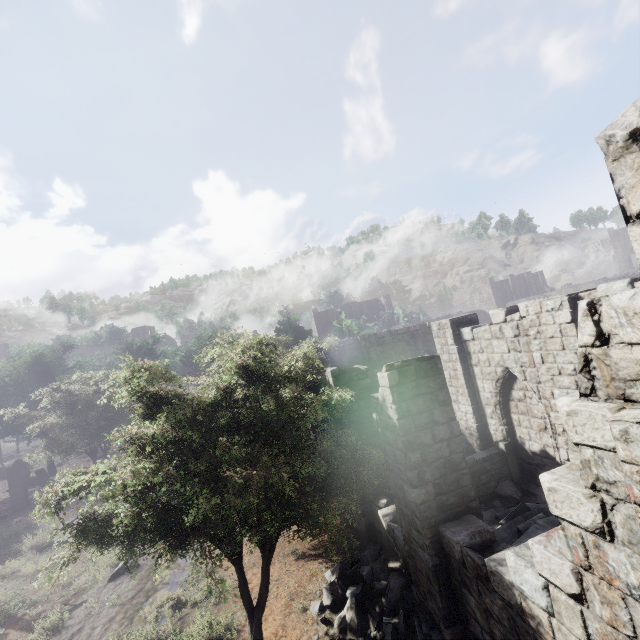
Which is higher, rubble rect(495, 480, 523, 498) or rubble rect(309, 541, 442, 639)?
rubble rect(495, 480, 523, 498)

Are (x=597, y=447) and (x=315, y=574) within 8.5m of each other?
no

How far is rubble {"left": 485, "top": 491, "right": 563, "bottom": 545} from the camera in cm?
745

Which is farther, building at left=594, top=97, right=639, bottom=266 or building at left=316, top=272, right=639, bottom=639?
building at left=316, top=272, right=639, bottom=639

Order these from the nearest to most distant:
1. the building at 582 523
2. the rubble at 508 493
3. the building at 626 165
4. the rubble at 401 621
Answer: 1. the building at 626 165
2. the building at 582 523
3. the rubble at 401 621
4. the rubble at 508 493

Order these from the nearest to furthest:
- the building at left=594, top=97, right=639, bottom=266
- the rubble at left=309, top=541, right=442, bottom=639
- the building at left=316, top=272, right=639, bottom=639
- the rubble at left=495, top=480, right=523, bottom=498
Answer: the building at left=594, top=97, right=639, bottom=266
the building at left=316, top=272, right=639, bottom=639
the rubble at left=309, top=541, right=442, bottom=639
the rubble at left=495, top=480, right=523, bottom=498

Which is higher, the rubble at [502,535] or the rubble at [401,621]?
the rubble at [502,535]

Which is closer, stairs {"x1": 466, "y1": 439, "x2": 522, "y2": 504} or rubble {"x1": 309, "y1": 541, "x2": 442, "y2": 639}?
rubble {"x1": 309, "y1": 541, "x2": 442, "y2": 639}
